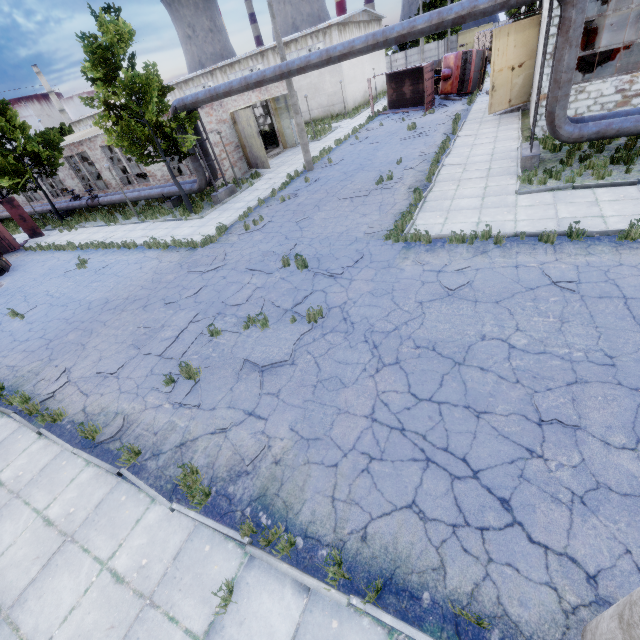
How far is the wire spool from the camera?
20.4m

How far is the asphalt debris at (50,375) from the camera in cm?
877

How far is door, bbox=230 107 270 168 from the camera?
21.65m

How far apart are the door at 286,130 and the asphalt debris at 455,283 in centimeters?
2374cm

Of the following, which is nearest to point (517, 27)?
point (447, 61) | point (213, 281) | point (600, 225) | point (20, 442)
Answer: point (447, 61)

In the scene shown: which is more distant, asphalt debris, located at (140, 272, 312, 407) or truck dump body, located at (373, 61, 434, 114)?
truck dump body, located at (373, 61, 434, 114)

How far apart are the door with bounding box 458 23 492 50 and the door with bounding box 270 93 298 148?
54.2m

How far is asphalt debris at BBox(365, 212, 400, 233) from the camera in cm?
1118
